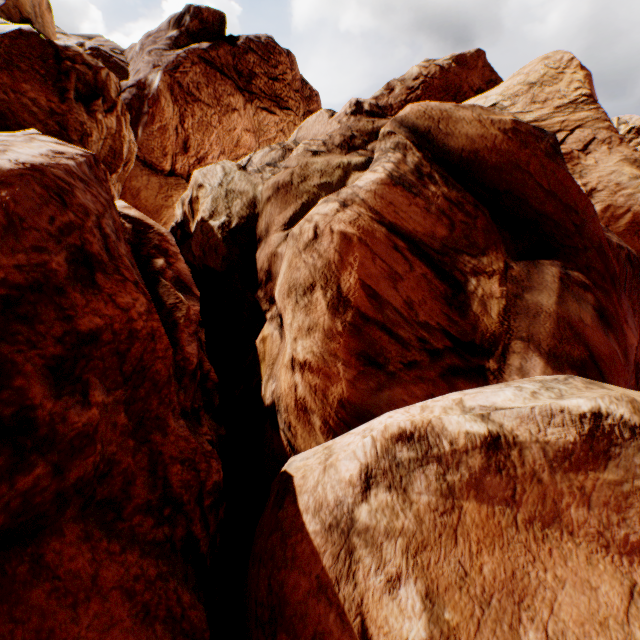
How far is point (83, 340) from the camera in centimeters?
294cm
